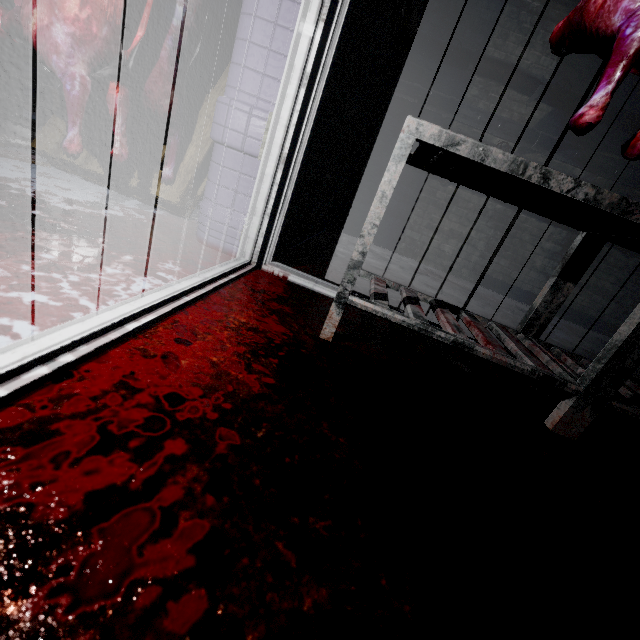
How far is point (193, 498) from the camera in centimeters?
53cm

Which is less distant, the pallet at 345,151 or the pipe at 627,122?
the pallet at 345,151

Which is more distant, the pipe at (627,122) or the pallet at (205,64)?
the pipe at (627,122)

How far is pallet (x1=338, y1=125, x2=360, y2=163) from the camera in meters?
2.9

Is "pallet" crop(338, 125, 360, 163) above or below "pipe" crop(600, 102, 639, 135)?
below

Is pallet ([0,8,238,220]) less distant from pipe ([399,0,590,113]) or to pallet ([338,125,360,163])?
pallet ([338,125,360,163])

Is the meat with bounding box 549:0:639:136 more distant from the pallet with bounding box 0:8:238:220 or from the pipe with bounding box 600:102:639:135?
the pallet with bounding box 0:8:238:220

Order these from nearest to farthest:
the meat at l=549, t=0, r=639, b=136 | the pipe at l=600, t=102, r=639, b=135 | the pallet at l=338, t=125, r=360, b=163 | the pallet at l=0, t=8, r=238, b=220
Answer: the meat at l=549, t=0, r=639, b=136 → the pallet at l=0, t=8, r=238, b=220 → the pallet at l=338, t=125, r=360, b=163 → the pipe at l=600, t=102, r=639, b=135
